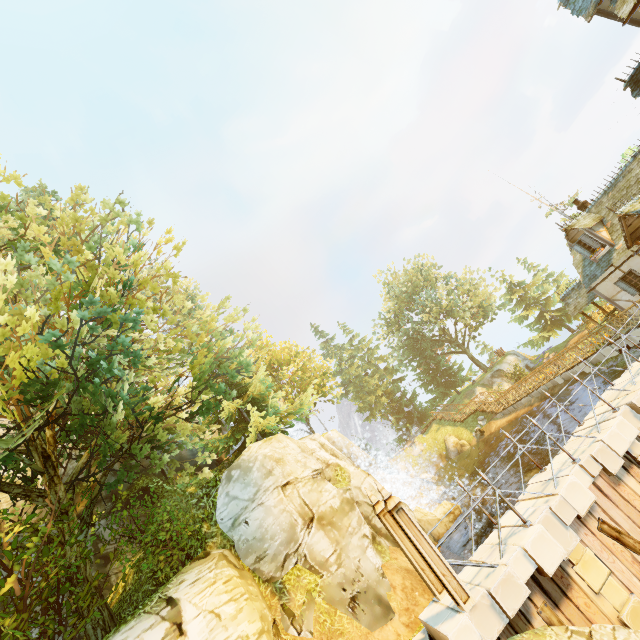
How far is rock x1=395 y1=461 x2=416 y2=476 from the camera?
33.69m

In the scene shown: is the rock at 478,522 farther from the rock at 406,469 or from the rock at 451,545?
the rock at 406,469

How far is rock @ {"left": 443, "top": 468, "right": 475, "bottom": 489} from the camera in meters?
26.6

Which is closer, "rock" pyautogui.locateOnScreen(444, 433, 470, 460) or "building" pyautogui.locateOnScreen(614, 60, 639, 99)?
"building" pyautogui.locateOnScreen(614, 60, 639, 99)

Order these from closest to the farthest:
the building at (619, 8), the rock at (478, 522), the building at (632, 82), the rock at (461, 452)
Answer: the building at (619, 8)
the building at (632, 82)
the rock at (478, 522)
the rock at (461, 452)

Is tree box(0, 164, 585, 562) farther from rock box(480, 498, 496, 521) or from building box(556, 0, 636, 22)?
building box(556, 0, 636, 22)

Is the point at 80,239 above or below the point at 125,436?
above
